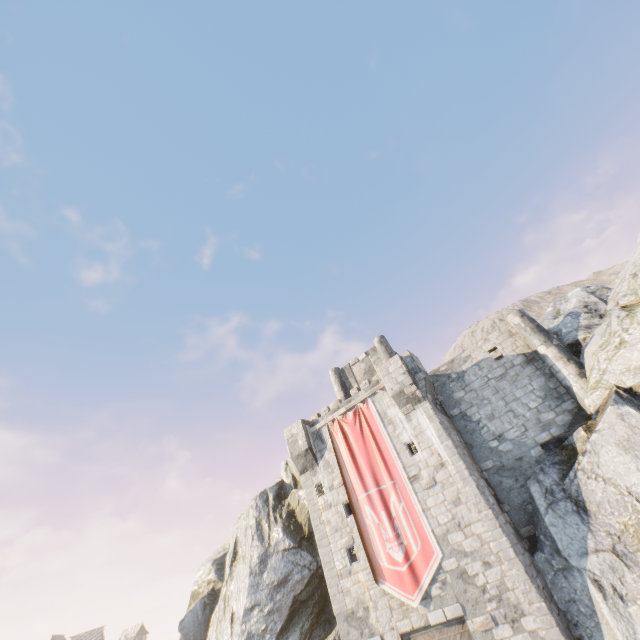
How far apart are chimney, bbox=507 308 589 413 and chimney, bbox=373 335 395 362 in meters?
7.3 m

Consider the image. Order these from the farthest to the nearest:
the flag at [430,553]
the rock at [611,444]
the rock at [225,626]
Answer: the rock at [225,626] → the flag at [430,553] → the rock at [611,444]

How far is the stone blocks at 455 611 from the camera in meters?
12.6 m

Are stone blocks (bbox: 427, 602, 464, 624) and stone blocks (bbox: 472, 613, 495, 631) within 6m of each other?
yes

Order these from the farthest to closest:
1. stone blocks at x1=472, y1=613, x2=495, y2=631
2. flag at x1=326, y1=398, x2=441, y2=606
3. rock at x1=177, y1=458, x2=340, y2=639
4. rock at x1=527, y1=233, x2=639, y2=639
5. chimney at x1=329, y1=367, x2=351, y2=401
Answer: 1. chimney at x1=329, y1=367, x2=351, y2=401
2. rock at x1=177, y1=458, x2=340, y2=639
3. flag at x1=326, y1=398, x2=441, y2=606
4. stone blocks at x1=472, y1=613, x2=495, y2=631
5. rock at x1=527, y1=233, x2=639, y2=639

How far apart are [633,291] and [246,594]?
25.0m

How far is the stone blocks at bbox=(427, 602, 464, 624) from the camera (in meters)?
12.59

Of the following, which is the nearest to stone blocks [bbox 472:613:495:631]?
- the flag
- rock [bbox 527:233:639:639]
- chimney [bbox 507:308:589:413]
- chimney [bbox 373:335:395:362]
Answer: the flag
